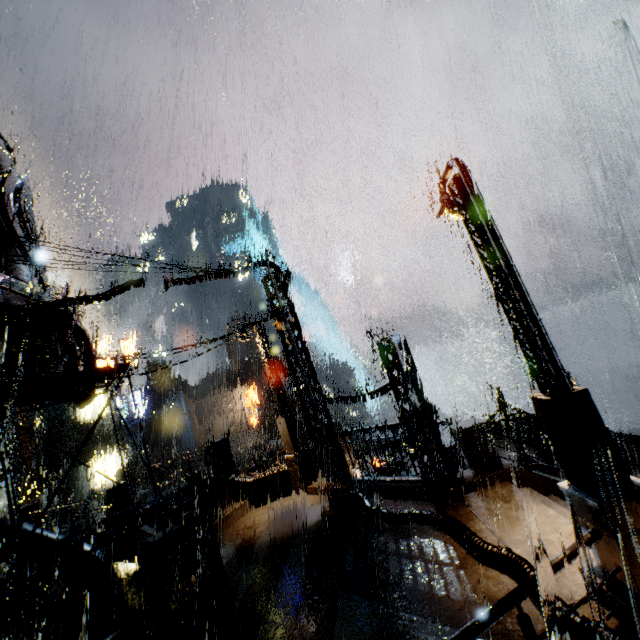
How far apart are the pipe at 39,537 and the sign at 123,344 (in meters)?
24.81

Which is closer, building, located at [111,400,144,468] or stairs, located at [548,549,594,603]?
stairs, located at [548,549,594,603]

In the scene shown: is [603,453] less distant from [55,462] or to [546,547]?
[546,547]

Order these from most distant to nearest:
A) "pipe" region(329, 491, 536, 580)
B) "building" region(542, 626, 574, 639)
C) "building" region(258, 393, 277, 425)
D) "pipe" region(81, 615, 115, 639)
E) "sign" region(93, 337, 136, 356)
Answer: "building" region(258, 393, 277, 425)
"sign" region(93, 337, 136, 356)
"pipe" region(81, 615, 115, 639)
"pipe" region(329, 491, 536, 580)
"building" region(542, 626, 574, 639)

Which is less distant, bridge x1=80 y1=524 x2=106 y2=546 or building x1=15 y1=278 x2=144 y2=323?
building x1=15 y1=278 x2=144 y2=323

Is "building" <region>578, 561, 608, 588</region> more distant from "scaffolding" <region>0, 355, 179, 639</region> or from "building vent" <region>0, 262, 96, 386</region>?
"scaffolding" <region>0, 355, 179, 639</region>

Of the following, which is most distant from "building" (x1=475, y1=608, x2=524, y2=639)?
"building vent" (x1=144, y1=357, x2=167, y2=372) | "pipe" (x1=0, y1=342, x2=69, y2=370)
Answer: "building vent" (x1=144, y1=357, x2=167, y2=372)

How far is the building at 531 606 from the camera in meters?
4.8
